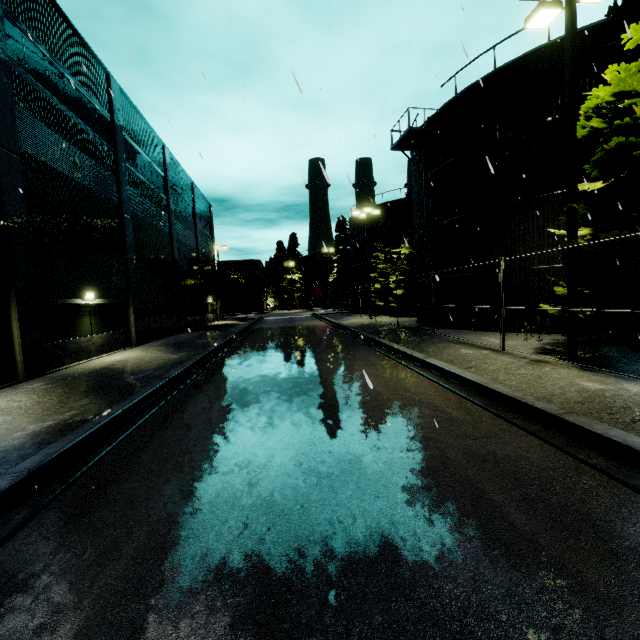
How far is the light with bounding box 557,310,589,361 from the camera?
8.81m

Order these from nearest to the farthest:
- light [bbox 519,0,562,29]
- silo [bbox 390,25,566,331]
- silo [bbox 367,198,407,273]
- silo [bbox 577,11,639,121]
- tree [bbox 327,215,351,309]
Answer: light [bbox 519,0,562,29] → silo [bbox 577,11,639,121] → silo [bbox 390,25,566,331] → silo [bbox 367,198,407,273] → tree [bbox 327,215,351,309]

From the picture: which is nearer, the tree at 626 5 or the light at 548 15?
the tree at 626 5

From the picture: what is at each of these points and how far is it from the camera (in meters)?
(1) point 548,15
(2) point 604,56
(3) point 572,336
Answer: (1) light, 9.16
(2) silo, 12.47
(3) light, 8.90

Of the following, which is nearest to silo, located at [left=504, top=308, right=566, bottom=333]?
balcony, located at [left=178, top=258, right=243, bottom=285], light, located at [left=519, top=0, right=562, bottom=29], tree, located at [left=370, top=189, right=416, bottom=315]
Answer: light, located at [left=519, top=0, right=562, bottom=29]

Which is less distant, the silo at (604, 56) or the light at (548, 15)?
the light at (548, 15)

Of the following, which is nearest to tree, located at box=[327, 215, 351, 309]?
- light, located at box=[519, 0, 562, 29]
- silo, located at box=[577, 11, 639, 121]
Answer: silo, located at box=[577, 11, 639, 121]

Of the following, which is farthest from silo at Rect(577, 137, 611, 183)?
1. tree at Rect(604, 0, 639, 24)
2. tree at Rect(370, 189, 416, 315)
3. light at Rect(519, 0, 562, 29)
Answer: tree at Rect(370, 189, 416, 315)
